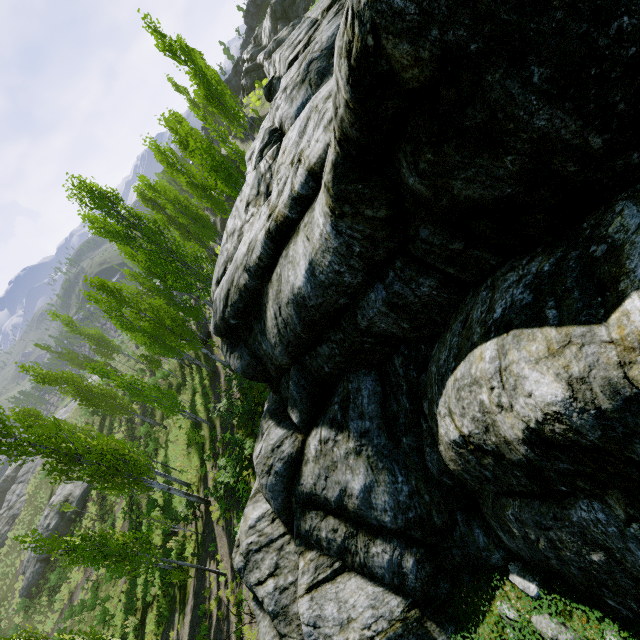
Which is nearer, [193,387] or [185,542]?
[185,542]

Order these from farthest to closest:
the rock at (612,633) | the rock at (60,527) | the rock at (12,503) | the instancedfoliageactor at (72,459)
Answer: the rock at (12,503) < the rock at (60,527) < the instancedfoliageactor at (72,459) < the rock at (612,633)

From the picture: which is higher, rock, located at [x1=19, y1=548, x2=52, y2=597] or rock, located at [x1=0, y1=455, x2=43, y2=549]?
rock, located at [x1=0, y1=455, x2=43, y2=549]

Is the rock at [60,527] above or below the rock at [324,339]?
below

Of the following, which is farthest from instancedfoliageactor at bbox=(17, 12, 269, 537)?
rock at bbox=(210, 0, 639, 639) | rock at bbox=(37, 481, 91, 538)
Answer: rock at bbox=(37, 481, 91, 538)

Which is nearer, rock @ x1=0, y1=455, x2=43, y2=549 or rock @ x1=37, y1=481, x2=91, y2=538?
rock @ x1=37, y1=481, x2=91, y2=538
